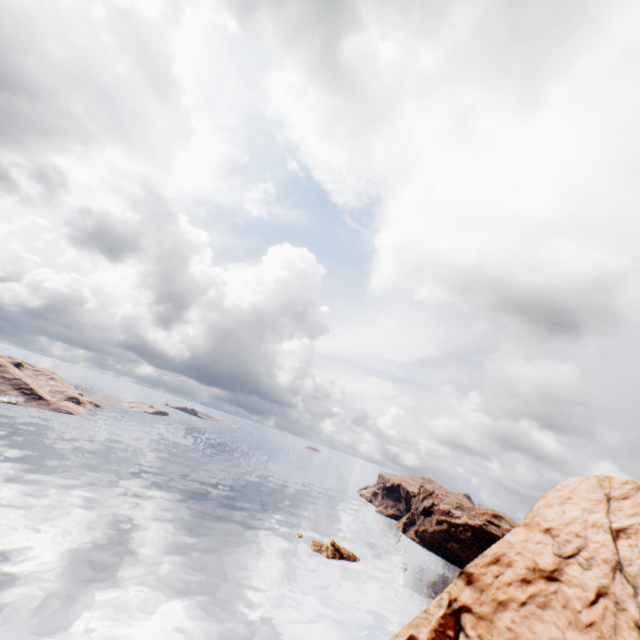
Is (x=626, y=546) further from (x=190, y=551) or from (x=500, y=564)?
(x=190, y=551)
